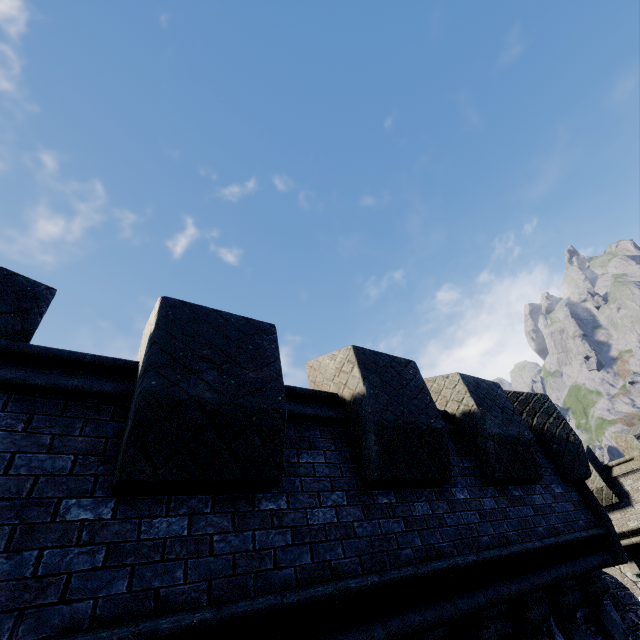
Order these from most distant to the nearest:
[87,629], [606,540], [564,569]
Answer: [606,540] → [564,569] → [87,629]
